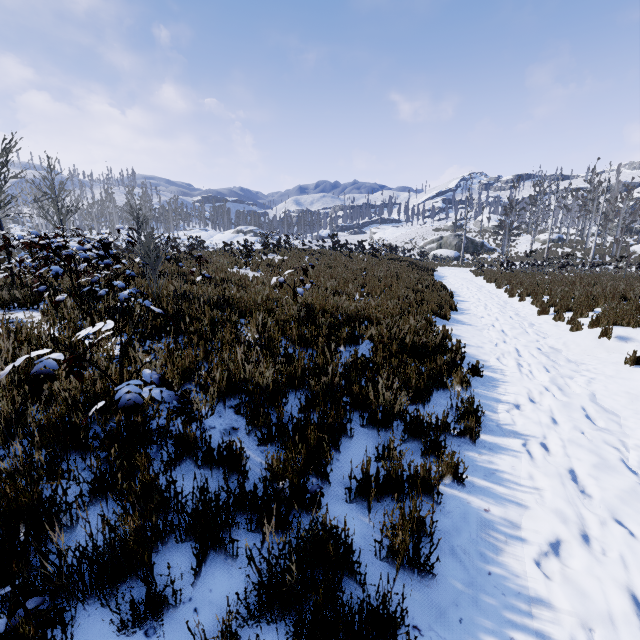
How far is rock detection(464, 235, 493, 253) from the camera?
46.4m

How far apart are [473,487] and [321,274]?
10.2 meters

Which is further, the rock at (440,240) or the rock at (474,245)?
the rock at (474,245)

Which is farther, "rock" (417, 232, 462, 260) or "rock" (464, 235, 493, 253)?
"rock" (464, 235, 493, 253)

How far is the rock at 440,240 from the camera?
42.7m
